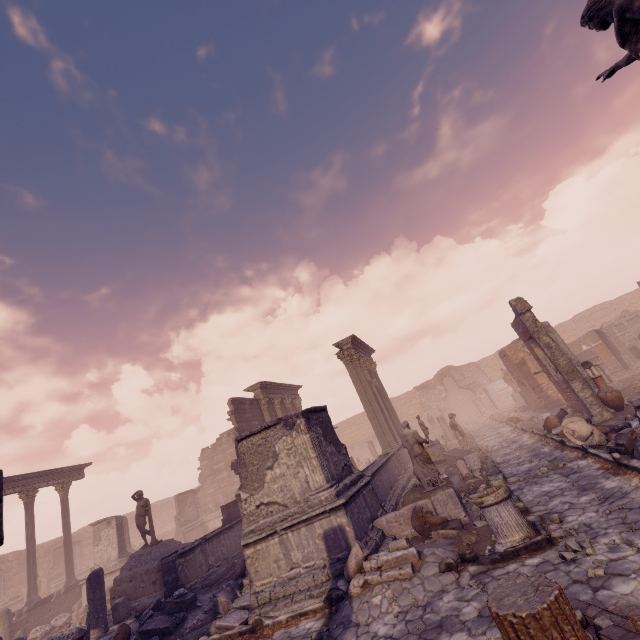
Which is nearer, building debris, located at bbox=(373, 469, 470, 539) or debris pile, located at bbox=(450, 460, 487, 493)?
building debris, located at bbox=(373, 469, 470, 539)

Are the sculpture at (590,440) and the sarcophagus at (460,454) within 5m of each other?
yes

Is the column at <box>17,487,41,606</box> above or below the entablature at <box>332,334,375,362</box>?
below

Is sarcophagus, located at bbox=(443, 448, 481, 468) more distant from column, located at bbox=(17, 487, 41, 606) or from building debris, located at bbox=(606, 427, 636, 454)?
column, located at bbox=(17, 487, 41, 606)

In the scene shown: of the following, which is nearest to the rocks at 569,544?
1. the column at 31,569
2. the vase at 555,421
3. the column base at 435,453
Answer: the vase at 555,421

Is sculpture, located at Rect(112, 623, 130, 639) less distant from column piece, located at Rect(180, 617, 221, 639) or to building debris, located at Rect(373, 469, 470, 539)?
column piece, located at Rect(180, 617, 221, 639)

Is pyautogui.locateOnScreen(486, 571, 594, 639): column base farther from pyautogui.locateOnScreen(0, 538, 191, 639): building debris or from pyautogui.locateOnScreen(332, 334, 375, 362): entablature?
pyautogui.locateOnScreen(332, 334, 375, 362): entablature

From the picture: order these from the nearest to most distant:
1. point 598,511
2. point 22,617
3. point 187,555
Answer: point 598,511 → point 187,555 → point 22,617
